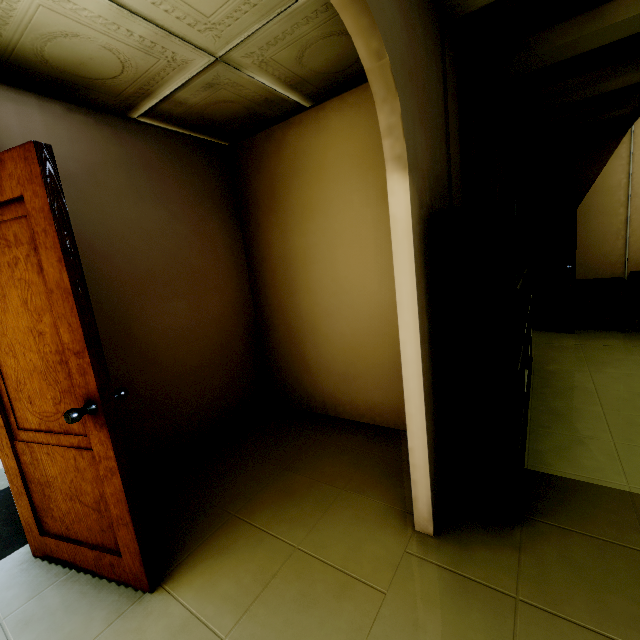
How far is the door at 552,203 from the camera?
4.6m

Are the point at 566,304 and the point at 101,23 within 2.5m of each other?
no

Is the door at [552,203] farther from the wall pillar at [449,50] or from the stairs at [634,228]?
the wall pillar at [449,50]

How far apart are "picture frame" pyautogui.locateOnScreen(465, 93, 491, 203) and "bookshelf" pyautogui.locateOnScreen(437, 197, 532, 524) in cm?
45

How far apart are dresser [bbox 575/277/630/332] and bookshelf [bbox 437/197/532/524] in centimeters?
375cm

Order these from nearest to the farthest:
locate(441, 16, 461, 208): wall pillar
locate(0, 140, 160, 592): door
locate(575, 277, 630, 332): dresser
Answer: locate(0, 140, 160, 592): door → locate(441, 16, 461, 208): wall pillar → locate(575, 277, 630, 332): dresser

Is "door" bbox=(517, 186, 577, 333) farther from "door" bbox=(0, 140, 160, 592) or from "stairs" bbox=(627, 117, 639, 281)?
"door" bbox=(0, 140, 160, 592)

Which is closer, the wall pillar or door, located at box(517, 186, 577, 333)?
the wall pillar
